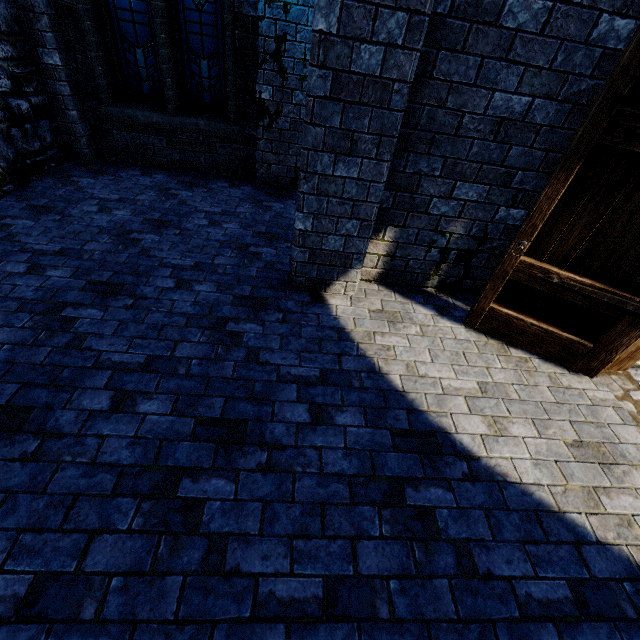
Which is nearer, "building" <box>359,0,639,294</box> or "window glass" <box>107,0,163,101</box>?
"building" <box>359,0,639,294</box>

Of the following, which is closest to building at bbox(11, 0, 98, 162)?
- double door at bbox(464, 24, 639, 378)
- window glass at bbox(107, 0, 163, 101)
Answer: double door at bbox(464, 24, 639, 378)

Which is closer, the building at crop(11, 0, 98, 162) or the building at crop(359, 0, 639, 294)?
the building at crop(359, 0, 639, 294)

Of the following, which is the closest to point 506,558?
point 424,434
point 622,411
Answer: point 424,434

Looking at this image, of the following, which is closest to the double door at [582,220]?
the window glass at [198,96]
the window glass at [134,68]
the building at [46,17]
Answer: the building at [46,17]

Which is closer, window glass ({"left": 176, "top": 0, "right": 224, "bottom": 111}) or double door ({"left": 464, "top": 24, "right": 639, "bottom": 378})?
double door ({"left": 464, "top": 24, "right": 639, "bottom": 378})

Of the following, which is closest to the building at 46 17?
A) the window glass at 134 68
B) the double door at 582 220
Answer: Answer: the double door at 582 220
